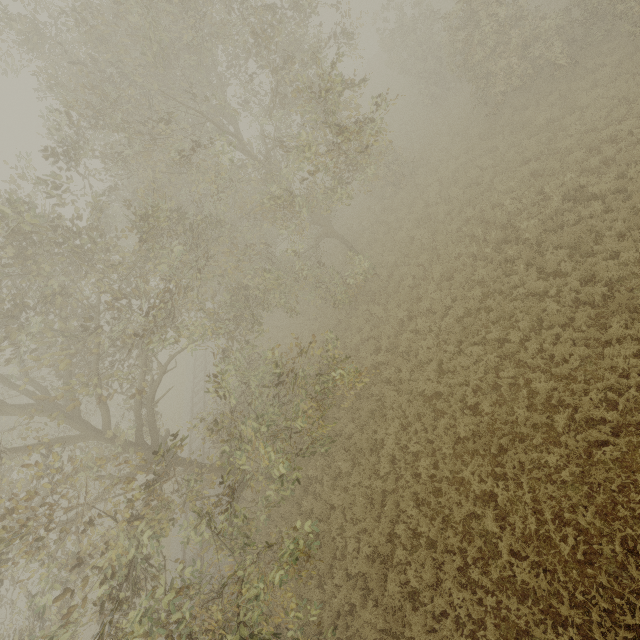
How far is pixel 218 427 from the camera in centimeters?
959cm
